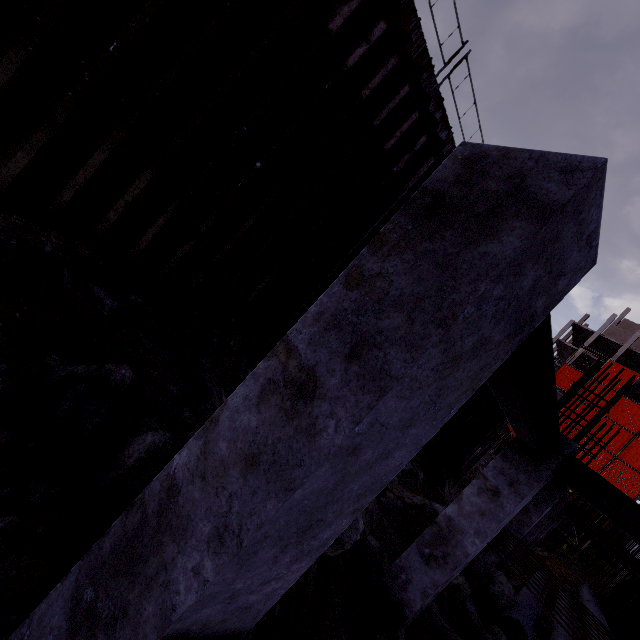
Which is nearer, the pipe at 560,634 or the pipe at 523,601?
the pipe at 523,601

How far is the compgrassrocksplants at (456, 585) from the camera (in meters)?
7.73

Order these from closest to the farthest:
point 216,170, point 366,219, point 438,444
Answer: point 216,170, point 366,219, point 438,444

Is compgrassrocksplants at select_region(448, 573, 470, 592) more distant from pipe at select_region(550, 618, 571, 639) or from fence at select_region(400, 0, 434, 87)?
fence at select_region(400, 0, 434, 87)

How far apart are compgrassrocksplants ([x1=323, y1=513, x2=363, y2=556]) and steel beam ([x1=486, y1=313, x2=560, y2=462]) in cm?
223

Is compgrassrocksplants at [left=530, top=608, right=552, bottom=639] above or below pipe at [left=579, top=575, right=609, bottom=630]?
below

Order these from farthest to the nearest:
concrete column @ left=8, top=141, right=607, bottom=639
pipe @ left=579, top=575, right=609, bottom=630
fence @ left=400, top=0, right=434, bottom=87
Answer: pipe @ left=579, top=575, right=609, bottom=630 → fence @ left=400, top=0, right=434, bottom=87 → concrete column @ left=8, top=141, right=607, bottom=639

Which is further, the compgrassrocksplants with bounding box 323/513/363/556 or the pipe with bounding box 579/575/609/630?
the pipe with bounding box 579/575/609/630
